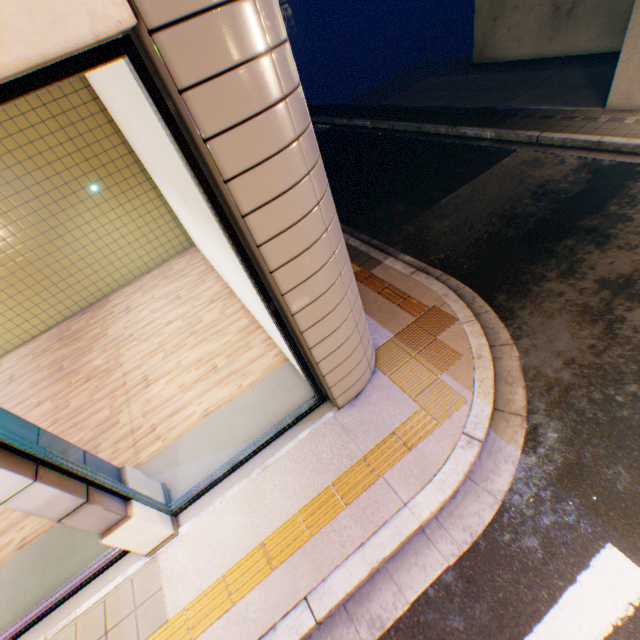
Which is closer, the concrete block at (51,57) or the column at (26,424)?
the concrete block at (51,57)

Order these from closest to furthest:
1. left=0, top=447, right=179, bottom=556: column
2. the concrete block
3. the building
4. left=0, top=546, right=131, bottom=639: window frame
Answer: the concrete block → left=0, top=447, right=179, bottom=556: column → left=0, top=546, right=131, bottom=639: window frame → the building

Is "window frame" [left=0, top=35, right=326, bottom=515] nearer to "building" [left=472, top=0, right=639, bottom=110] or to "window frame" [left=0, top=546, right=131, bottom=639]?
"window frame" [left=0, top=546, right=131, bottom=639]

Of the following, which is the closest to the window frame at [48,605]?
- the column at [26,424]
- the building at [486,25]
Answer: the column at [26,424]

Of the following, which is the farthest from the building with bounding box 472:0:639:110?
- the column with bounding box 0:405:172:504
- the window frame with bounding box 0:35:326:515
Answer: the column with bounding box 0:405:172:504

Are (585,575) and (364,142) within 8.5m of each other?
no

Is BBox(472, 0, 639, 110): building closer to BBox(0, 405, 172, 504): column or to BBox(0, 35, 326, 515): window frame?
BBox(0, 35, 326, 515): window frame

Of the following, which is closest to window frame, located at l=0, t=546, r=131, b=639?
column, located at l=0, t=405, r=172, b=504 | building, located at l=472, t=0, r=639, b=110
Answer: column, located at l=0, t=405, r=172, b=504
